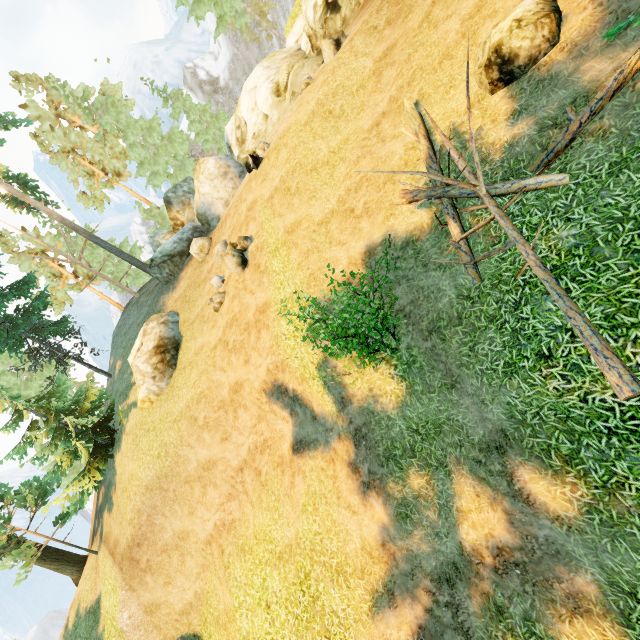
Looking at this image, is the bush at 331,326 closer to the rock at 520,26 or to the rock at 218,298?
the rock at 520,26

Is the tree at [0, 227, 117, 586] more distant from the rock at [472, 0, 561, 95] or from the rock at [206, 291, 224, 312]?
the rock at [206, 291, 224, 312]

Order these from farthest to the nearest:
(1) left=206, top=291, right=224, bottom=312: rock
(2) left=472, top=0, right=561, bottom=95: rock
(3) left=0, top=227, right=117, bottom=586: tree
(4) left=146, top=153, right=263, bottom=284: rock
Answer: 1. (4) left=146, top=153, right=263, bottom=284: rock
2. (3) left=0, top=227, right=117, bottom=586: tree
3. (1) left=206, top=291, right=224, bottom=312: rock
4. (2) left=472, top=0, right=561, bottom=95: rock

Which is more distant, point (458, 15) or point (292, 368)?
point (292, 368)

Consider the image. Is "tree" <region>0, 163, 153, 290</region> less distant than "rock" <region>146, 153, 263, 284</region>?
No

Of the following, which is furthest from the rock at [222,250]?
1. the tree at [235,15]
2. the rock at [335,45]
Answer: the tree at [235,15]

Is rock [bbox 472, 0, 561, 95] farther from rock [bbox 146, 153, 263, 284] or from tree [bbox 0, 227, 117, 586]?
rock [bbox 146, 153, 263, 284]

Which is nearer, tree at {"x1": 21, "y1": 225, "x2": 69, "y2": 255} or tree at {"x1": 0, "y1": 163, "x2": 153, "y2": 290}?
tree at {"x1": 0, "y1": 163, "x2": 153, "y2": 290}
